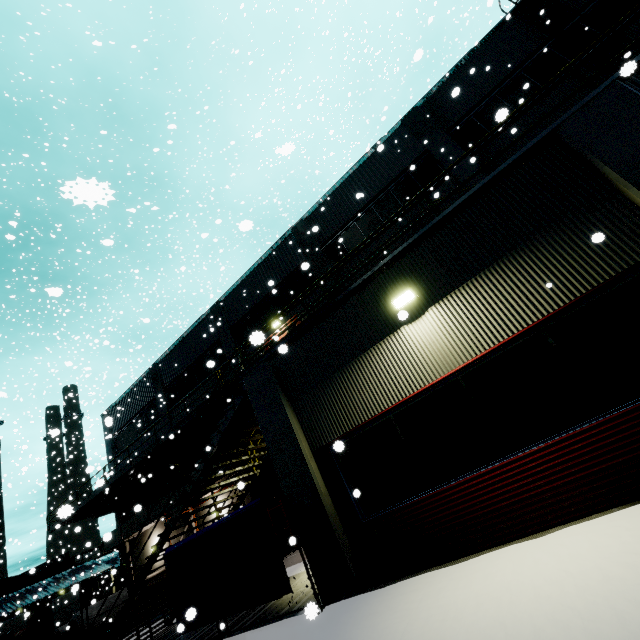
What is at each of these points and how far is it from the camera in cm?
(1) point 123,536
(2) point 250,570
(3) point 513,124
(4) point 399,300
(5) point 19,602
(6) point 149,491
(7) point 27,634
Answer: (1) vent duct, 2167
(2) tarp, 722
(3) building, 1327
(4) light, 626
(5) building, 2262
(6) building, 2305
(7) tarp, 1195

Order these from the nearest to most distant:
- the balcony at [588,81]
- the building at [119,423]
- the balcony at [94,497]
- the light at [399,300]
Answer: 1. the balcony at [588,81]
2. the light at [399,300]
3. the building at [119,423]
4. the balcony at [94,497]

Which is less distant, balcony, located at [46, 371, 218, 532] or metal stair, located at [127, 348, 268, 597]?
metal stair, located at [127, 348, 268, 597]

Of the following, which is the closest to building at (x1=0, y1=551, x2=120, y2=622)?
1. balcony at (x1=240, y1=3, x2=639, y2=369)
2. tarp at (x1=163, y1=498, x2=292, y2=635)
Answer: balcony at (x1=240, y1=3, x2=639, y2=369)

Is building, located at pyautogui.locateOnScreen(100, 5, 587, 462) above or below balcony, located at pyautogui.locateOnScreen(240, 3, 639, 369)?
above

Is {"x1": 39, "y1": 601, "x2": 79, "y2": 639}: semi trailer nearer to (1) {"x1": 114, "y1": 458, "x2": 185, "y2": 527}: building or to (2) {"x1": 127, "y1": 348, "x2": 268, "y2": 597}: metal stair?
(1) {"x1": 114, "y1": 458, "x2": 185, "y2": 527}: building

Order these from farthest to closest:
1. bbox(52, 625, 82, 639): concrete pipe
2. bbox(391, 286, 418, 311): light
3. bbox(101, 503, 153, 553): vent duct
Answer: bbox(101, 503, 153, 553): vent duct → bbox(52, 625, 82, 639): concrete pipe → bbox(391, 286, 418, 311): light

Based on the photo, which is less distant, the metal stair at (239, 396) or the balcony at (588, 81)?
the balcony at (588, 81)
